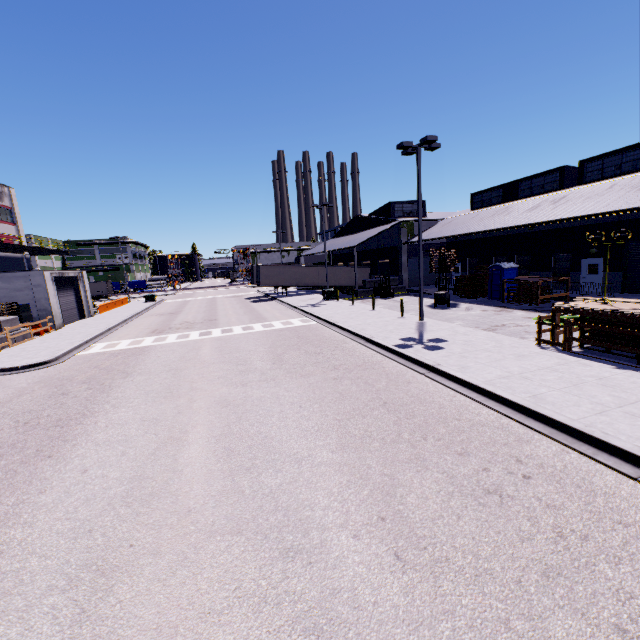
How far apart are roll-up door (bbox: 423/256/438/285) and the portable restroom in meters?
11.8 m

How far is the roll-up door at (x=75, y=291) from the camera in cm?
2869

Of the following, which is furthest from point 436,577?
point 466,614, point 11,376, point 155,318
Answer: point 155,318

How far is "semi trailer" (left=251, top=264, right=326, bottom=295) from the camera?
40.43m

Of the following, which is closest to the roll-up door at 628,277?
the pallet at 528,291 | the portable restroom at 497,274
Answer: the pallet at 528,291

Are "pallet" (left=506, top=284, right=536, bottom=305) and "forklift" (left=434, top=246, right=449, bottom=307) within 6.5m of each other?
yes

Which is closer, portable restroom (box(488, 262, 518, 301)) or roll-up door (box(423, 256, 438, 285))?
portable restroom (box(488, 262, 518, 301))
